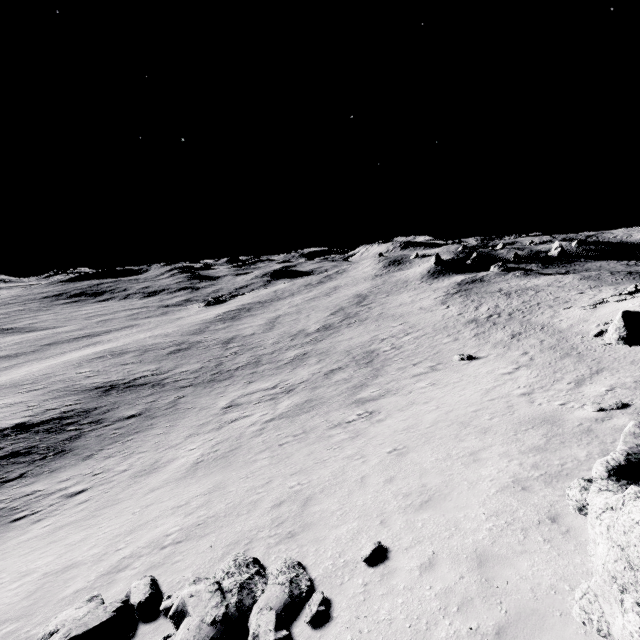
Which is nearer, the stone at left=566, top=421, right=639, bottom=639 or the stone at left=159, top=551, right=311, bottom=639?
the stone at left=566, top=421, right=639, bottom=639

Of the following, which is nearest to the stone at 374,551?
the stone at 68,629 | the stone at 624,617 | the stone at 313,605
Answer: the stone at 313,605

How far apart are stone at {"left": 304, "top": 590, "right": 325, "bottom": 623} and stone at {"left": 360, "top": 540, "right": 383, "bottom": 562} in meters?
1.2

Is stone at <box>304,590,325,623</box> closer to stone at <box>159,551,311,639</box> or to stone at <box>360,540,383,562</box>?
stone at <box>159,551,311,639</box>

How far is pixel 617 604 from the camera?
4.97m

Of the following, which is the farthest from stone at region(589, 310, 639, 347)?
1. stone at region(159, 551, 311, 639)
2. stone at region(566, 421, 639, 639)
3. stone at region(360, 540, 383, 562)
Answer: stone at region(159, 551, 311, 639)

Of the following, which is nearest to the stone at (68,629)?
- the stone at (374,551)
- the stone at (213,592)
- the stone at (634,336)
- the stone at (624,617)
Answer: the stone at (213,592)

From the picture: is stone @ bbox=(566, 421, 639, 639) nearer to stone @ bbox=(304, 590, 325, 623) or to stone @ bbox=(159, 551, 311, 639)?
stone @ bbox=(304, 590, 325, 623)
